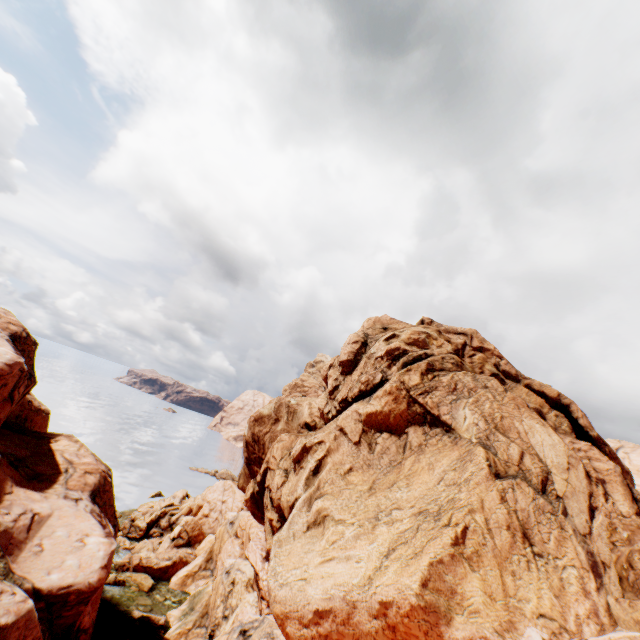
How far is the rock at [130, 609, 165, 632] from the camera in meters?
29.7

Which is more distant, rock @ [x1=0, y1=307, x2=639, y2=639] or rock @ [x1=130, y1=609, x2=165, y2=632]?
rock @ [x1=130, y1=609, x2=165, y2=632]

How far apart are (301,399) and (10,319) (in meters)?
29.76

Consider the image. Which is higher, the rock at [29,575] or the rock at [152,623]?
the rock at [29,575]

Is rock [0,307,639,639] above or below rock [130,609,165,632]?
above

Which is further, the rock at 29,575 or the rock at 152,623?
the rock at 152,623
